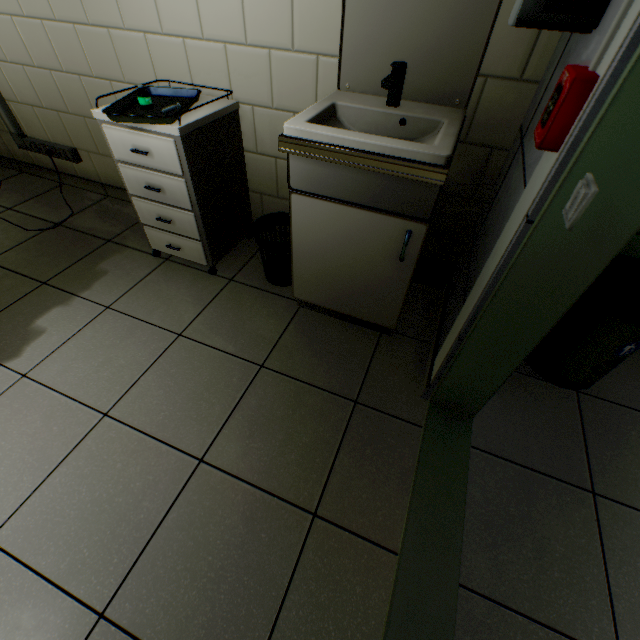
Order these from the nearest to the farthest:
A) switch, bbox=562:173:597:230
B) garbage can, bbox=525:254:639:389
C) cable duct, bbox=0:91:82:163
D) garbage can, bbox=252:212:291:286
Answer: switch, bbox=562:173:597:230 → garbage can, bbox=525:254:639:389 → garbage can, bbox=252:212:291:286 → cable duct, bbox=0:91:82:163

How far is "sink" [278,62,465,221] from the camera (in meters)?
1.07

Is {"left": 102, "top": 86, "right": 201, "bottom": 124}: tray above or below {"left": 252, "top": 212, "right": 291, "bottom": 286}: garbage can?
above

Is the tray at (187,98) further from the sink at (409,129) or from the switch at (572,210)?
the switch at (572,210)

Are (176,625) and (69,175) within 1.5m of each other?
no

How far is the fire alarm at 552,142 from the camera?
0.7 meters

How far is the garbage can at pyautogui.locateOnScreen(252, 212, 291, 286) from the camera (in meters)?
1.78

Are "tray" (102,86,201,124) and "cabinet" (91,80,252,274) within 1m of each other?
yes
